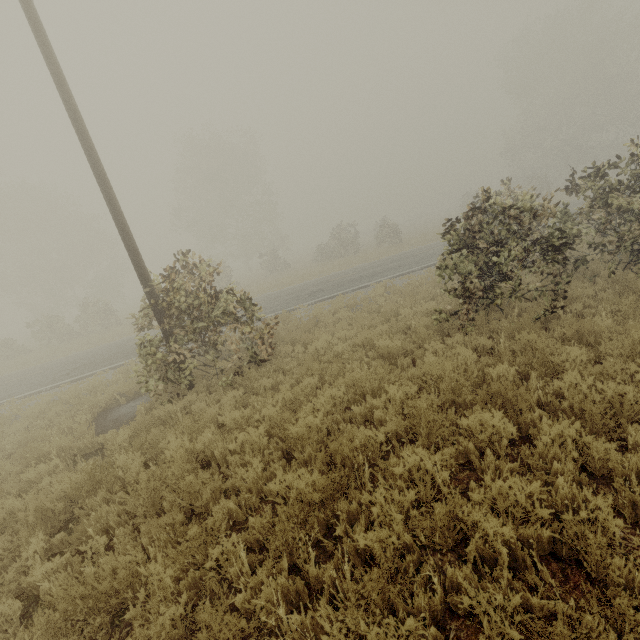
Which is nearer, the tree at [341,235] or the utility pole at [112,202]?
the utility pole at [112,202]

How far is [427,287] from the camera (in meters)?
12.38

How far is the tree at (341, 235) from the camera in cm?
3042

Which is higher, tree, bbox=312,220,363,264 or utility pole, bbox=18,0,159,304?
utility pole, bbox=18,0,159,304

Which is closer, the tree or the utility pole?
the utility pole

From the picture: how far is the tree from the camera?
30.42m
